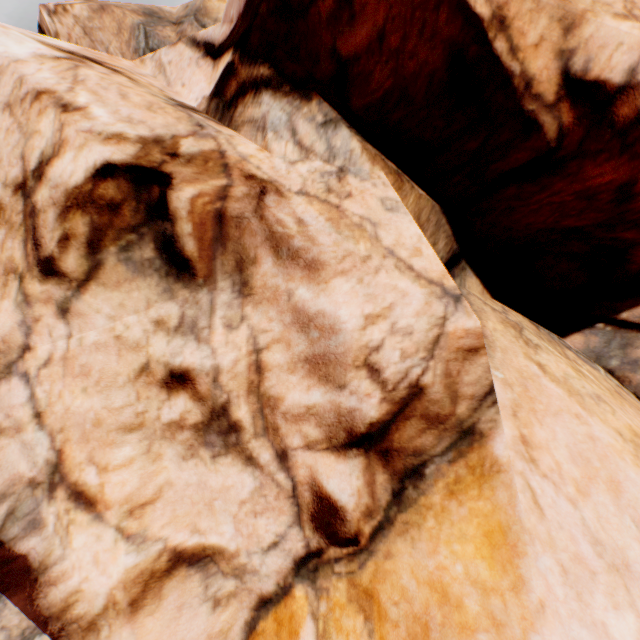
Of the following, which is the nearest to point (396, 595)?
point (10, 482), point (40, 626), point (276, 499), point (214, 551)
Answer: point (276, 499)
